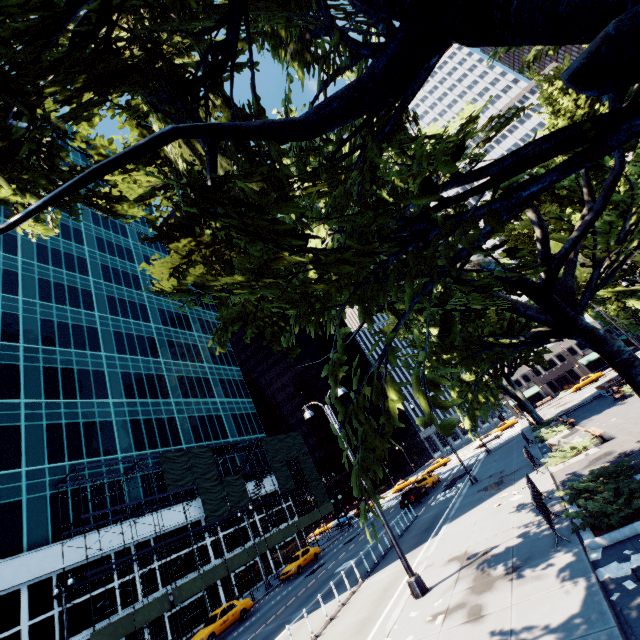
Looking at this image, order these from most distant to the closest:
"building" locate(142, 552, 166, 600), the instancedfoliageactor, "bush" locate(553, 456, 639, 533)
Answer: "building" locate(142, 552, 166, 600)
"bush" locate(553, 456, 639, 533)
the instancedfoliageactor

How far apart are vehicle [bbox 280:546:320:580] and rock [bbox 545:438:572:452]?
24.3m

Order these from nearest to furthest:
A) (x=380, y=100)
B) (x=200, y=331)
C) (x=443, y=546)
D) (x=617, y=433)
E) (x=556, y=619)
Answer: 1. (x=380, y=100)
2. (x=556, y=619)
3. (x=443, y=546)
4. (x=617, y=433)
5. (x=200, y=331)

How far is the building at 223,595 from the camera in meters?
32.6

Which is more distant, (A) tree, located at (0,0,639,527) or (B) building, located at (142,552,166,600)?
(B) building, located at (142,552,166,600)

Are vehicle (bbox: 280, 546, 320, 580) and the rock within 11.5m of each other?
no

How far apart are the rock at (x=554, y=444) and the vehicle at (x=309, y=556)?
24.29m

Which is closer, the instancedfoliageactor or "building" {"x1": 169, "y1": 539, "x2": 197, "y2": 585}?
the instancedfoliageactor
